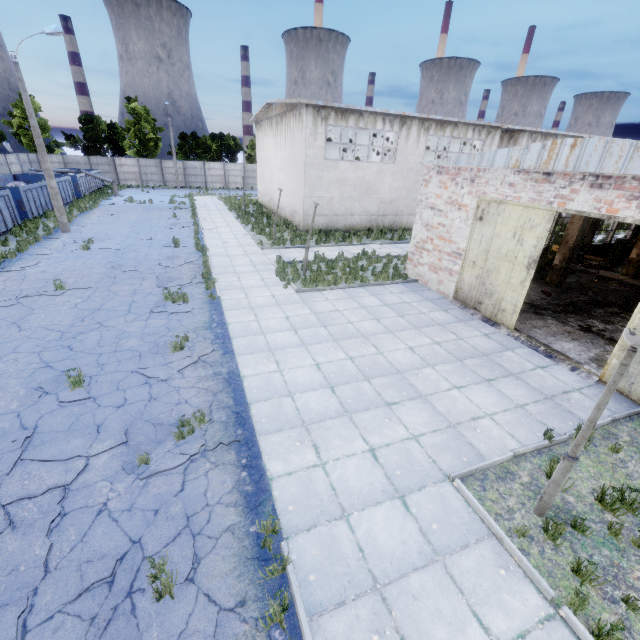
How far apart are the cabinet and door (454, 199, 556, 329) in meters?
6.0 m

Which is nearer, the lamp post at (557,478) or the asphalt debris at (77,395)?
the lamp post at (557,478)

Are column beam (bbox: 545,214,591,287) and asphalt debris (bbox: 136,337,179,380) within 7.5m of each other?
no

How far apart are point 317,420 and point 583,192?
9.0 meters

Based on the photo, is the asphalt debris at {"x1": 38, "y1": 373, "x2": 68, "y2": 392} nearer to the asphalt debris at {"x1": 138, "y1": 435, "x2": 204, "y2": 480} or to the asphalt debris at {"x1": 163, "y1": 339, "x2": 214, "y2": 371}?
the asphalt debris at {"x1": 138, "y1": 435, "x2": 204, "y2": 480}

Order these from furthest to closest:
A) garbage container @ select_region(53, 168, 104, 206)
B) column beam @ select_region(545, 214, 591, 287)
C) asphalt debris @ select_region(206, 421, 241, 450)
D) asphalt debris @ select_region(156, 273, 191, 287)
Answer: garbage container @ select_region(53, 168, 104, 206)
column beam @ select_region(545, 214, 591, 287)
asphalt debris @ select_region(156, 273, 191, 287)
asphalt debris @ select_region(206, 421, 241, 450)

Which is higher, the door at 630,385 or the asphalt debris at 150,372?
the door at 630,385

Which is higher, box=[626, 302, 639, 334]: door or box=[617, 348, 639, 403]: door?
box=[626, 302, 639, 334]: door
